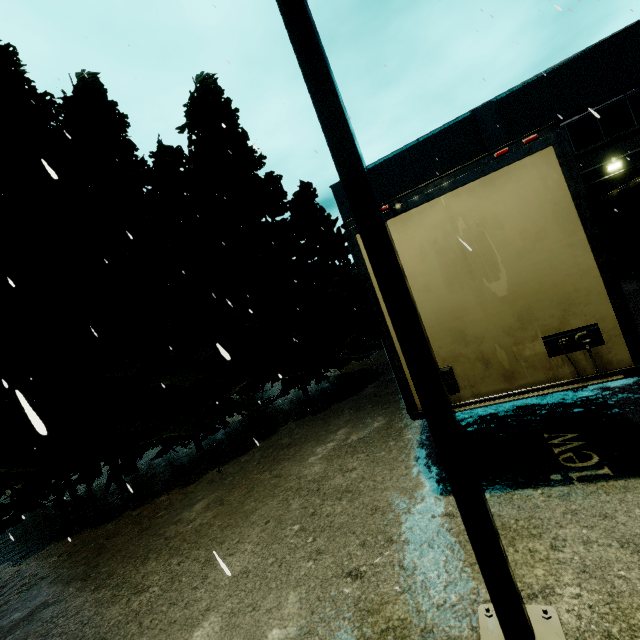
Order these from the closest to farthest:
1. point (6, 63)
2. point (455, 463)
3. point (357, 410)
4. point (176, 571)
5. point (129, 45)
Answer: point (455, 463), point (176, 571), point (129, 45), point (357, 410), point (6, 63)

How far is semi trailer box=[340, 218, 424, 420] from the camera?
3.8m

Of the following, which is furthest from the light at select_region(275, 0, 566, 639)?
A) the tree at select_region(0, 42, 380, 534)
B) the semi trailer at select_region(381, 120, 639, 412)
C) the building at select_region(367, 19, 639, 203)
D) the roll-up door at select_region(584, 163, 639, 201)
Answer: the roll-up door at select_region(584, 163, 639, 201)

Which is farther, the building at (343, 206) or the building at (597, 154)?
the building at (343, 206)

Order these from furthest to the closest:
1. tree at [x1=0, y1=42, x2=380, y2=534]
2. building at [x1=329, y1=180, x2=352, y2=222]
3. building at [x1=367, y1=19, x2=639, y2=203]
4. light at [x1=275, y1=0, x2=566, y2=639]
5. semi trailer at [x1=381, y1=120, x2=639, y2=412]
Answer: building at [x1=329, y1=180, x2=352, y2=222]
building at [x1=367, y1=19, x2=639, y2=203]
tree at [x1=0, y1=42, x2=380, y2=534]
semi trailer at [x1=381, y1=120, x2=639, y2=412]
light at [x1=275, y1=0, x2=566, y2=639]

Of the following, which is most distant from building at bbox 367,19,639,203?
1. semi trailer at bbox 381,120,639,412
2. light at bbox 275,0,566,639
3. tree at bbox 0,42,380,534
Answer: light at bbox 275,0,566,639

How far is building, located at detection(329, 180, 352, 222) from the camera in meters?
18.8 m

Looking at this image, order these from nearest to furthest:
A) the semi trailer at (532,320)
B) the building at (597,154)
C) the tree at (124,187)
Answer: the semi trailer at (532,320) → the tree at (124,187) → the building at (597,154)
